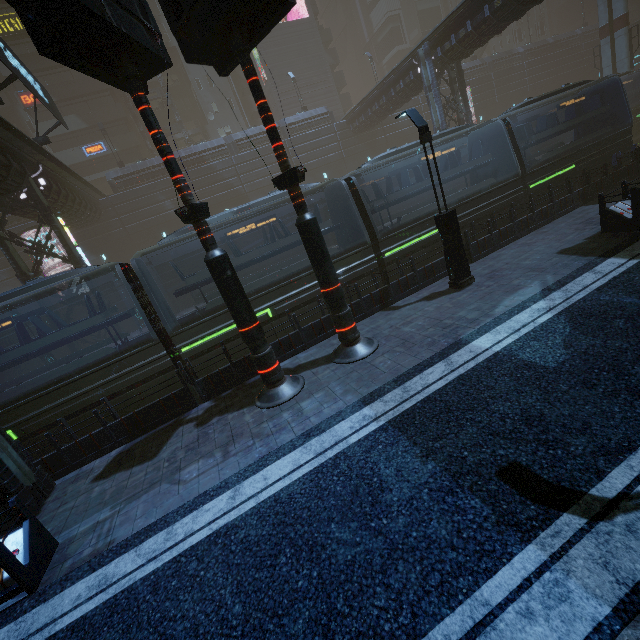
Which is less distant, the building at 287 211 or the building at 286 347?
the building at 286 347

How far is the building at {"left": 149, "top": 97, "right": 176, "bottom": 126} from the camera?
40.78m

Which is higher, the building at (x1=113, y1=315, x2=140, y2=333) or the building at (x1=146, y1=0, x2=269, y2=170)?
the building at (x1=146, y1=0, x2=269, y2=170)

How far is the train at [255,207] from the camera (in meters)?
11.37

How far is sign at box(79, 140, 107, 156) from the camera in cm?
3531

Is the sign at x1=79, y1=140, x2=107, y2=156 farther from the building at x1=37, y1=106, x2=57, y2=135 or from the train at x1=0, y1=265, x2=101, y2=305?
the train at x1=0, y1=265, x2=101, y2=305

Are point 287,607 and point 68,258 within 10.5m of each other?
no
